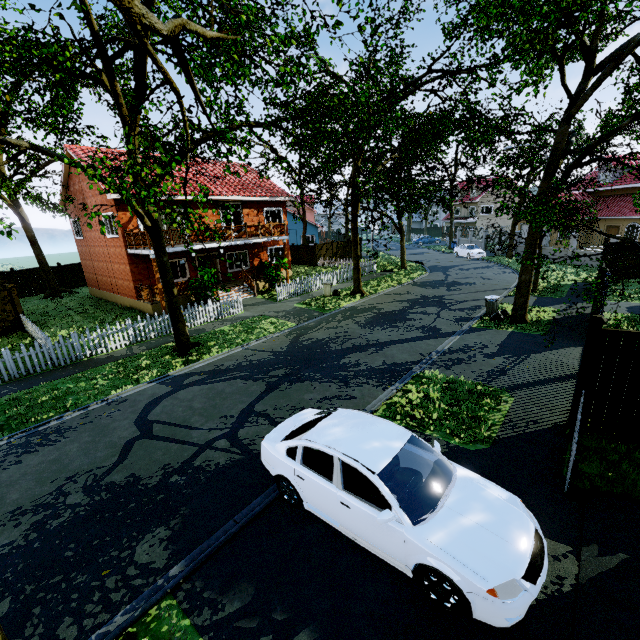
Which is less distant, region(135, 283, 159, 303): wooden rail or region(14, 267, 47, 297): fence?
region(135, 283, 159, 303): wooden rail

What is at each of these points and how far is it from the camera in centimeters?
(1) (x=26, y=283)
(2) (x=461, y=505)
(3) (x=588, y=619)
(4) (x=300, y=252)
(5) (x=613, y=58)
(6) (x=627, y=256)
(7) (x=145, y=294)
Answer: (1) fence, 2634cm
(2) car, 440cm
(3) garage entrance, 382cm
(4) fence, 3466cm
(5) tree, 1130cm
(6) fence, 2006cm
(7) wooden rail, 1839cm

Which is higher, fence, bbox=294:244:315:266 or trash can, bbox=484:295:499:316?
fence, bbox=294:244:315:266

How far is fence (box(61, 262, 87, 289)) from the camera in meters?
28.2 m

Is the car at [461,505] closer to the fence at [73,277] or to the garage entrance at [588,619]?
Answer: the garage entrance at [588,619]

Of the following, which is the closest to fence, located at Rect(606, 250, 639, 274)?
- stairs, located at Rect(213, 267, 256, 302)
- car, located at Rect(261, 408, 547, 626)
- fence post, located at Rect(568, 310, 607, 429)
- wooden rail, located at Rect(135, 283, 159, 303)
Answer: fence post, located at Rect(568, 310, 607, 429)

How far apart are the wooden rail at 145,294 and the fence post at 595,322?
18.7m

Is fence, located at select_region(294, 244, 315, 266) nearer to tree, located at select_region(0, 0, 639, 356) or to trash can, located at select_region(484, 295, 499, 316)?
tree, located at select_region(0, 0, 639, 356)
